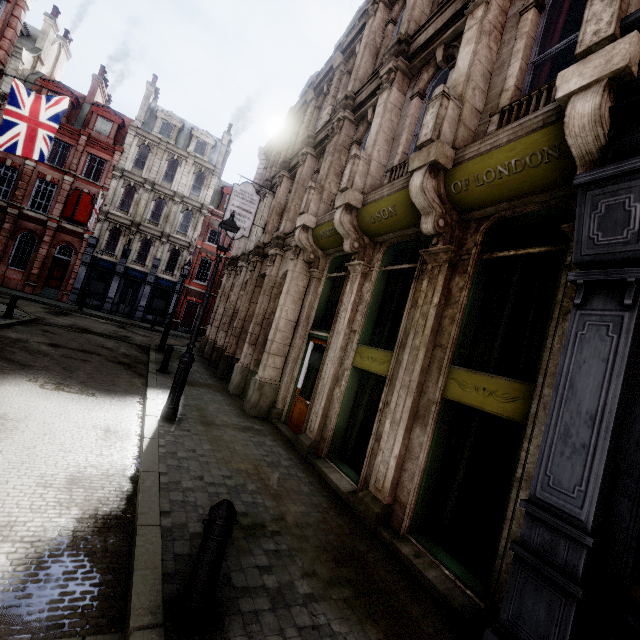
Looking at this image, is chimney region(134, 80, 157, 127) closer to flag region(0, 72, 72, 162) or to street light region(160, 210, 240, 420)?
flag region(0, 72, 72, 162)

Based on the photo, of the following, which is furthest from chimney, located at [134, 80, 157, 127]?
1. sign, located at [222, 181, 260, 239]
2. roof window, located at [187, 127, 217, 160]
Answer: sign, located at [222, 181, 260, 239]

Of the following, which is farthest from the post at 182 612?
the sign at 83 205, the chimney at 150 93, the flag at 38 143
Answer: the chimney at 150 93

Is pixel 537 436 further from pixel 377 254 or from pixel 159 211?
pixel 159 211

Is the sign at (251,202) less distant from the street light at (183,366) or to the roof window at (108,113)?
the street light at (183,366)

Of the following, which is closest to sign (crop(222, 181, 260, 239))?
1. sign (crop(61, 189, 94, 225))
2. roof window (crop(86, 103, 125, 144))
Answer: sign (crop(61, 189, 94, 225))

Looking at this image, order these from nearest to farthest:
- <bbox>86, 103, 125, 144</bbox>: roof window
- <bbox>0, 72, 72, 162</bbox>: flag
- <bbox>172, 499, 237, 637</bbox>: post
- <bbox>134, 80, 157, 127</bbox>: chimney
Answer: <bbox>172, 499, 237, 637</bbox>: post < <bbox>0, 72, 72, 162</bbox>: flag < <bbox>86, 103, 125, 144</bbox>: roof window < <bbox>134, 80, 157, 127</bbox>: chimney

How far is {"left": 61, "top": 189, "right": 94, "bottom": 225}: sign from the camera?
26.0 meters
